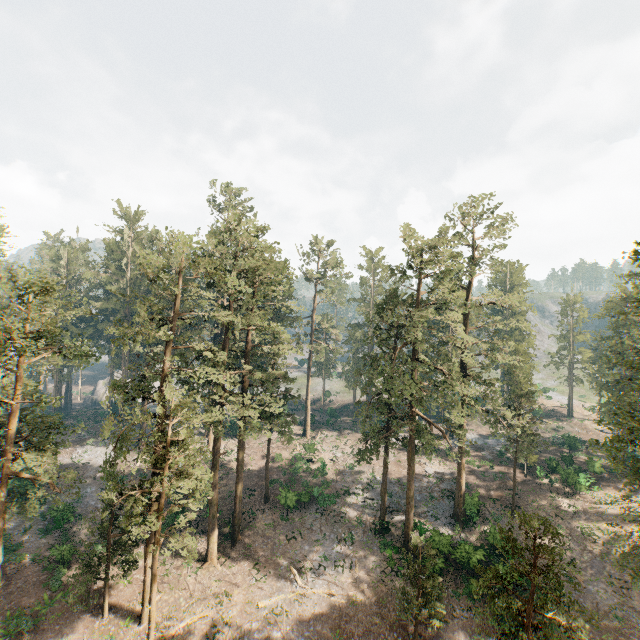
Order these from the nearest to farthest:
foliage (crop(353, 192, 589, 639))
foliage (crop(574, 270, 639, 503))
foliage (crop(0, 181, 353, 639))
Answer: foliage (crop(353, 192, 589, 639)) < foliage (crop(574, 270, 639, 503)) < foliage (crop(0, 181, 353, 639))

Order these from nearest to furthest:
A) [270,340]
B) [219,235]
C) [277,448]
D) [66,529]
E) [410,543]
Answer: [410,543] < [219,235] < [66,529] < [270,340] < [277,448]

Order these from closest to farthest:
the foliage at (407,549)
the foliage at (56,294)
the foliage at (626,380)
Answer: the foliage at (407,549) → the foliage at (626,380) → the foliage at (56,294)

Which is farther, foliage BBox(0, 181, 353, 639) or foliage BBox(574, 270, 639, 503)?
foliage BBox(0, 181, 353, 639)

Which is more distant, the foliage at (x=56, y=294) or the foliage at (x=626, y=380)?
the foliage at (x=56, y=294)
